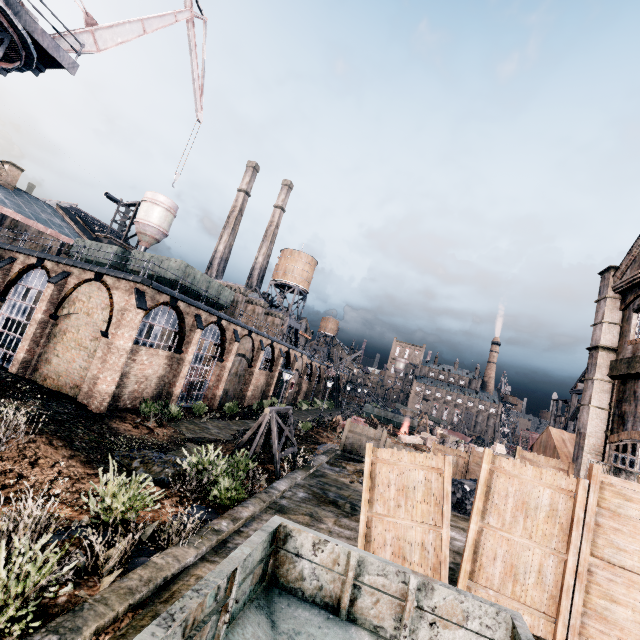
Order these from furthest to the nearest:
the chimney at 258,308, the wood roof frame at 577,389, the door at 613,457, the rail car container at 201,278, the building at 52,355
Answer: the wood roof frame at 577,389 < the chimney at 258,308 < the rail car container at 201,278 < the building at 52,355 < the door at 613,457

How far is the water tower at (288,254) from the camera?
54.41m

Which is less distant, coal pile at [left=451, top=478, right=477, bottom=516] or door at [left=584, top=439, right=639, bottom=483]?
coal pile at [left=451, top=478, right=477, bottom=516]

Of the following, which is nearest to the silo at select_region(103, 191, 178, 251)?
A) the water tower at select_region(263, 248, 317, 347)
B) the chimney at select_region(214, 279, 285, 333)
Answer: the chimney at select_region(214, 279, 285, 333)

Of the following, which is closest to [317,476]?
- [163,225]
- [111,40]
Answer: [111,40]

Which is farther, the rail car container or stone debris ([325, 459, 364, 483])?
the rail car container

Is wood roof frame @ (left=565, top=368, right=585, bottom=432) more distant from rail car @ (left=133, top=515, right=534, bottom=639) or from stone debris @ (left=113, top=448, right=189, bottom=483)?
rail car @ (left=133, top=515, right=534, bottom=639)

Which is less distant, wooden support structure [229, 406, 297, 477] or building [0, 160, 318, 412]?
wooden support structure [229, 406, 297, 477]
